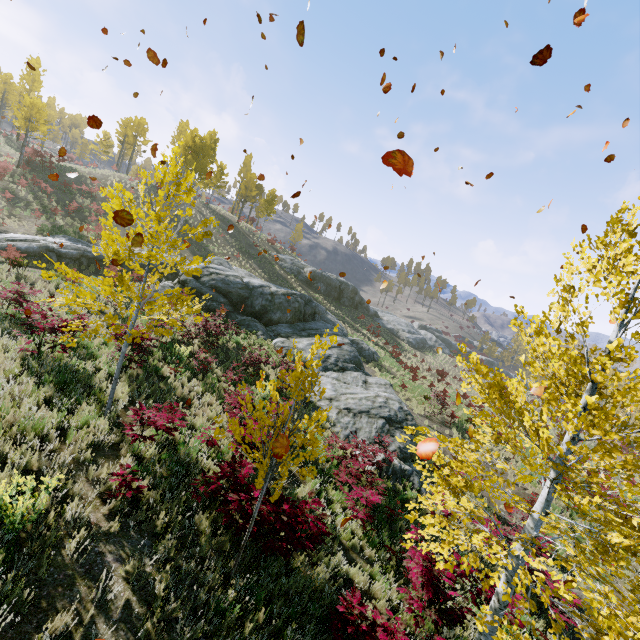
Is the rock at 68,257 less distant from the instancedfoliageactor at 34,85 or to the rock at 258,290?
the rock at 258,290

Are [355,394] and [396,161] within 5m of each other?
no

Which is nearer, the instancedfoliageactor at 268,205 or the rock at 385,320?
the rock at 385,320

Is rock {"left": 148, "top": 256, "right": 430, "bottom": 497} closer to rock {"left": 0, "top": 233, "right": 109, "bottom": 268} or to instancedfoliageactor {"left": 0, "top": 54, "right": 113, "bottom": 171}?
rock {"left": 0, "top": 233, "right": 109, "bottom": 268}

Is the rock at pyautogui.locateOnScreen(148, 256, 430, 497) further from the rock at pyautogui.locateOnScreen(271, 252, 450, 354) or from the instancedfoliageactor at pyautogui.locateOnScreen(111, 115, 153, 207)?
the rock at pyautogui.locateOnScreen(271, 252, 450, 354)

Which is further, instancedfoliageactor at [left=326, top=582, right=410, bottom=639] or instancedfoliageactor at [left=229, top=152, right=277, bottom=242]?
instancedfoliageactor at [left=229, top=152, right=277, bottom=242]

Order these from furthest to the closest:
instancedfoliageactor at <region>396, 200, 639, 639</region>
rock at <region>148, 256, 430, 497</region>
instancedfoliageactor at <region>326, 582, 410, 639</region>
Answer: rock at <region>148, 256, 430, 497</region>
instancedfoliageactor at <region>326, 582, 410, 639</region>
instancedfoliageactor at <region>396, 200, 639, 639</region>
